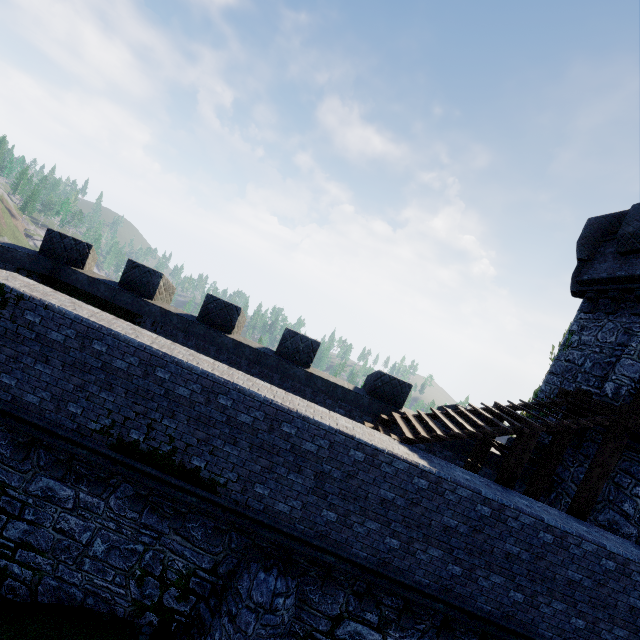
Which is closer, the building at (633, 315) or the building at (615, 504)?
the building at (615, 504)

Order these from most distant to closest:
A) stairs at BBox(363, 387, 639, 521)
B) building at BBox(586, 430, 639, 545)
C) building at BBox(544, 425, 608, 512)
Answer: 1. building at BBox(544, 425, 608, 512)
2. building at BBox(586, 430, 639, 545)
3. stairs at BBox(363, 387, 639, 521)

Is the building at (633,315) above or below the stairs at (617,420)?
above

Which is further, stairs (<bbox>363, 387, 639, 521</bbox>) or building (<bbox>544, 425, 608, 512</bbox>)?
building (<bbox>544, 425, 608, 512</bbox>)

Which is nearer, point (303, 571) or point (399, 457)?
point (399, 457)

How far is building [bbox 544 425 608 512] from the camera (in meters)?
10.23

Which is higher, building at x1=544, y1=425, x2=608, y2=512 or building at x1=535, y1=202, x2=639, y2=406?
building at x1=535, y1=202, x2=639, y2=406
